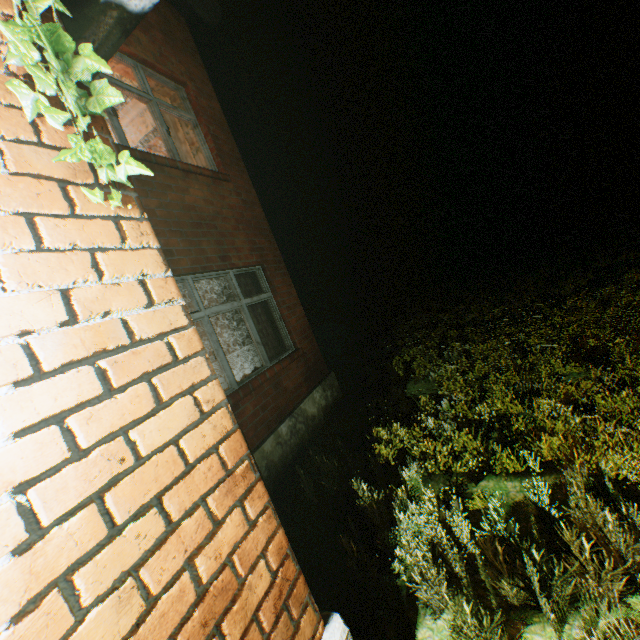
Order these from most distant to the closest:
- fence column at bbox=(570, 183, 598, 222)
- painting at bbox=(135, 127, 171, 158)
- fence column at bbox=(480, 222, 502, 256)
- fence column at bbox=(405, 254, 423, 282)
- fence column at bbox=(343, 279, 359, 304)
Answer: fence column at bbox=(343, 279, 359, 304) < fence column at bbox=(405, 254, 423, 282) < fence column at bbox=(480, 222, 502, 256) < fence column at bbox=(570, 183, 598, 222) < painting at bbox=(135, 127, 171, 158)

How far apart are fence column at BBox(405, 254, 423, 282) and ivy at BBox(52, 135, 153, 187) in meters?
25.3

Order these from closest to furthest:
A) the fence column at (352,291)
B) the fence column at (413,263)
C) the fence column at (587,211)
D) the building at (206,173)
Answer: the building at (206,173) → the fence column at (587,211) → the fence column at (413,263) → the fence column at (352,291)

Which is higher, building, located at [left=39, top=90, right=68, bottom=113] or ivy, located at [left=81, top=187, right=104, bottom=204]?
building, located at [left=39, top=90, right=68, bottom=113]

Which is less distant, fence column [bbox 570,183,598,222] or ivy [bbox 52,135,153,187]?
ivy [bbox 52,135,153,187]

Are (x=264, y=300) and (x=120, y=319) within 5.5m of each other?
yes

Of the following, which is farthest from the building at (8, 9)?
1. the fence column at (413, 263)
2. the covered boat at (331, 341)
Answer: the fence column at (413, 263)

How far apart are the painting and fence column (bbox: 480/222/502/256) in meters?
21.9
